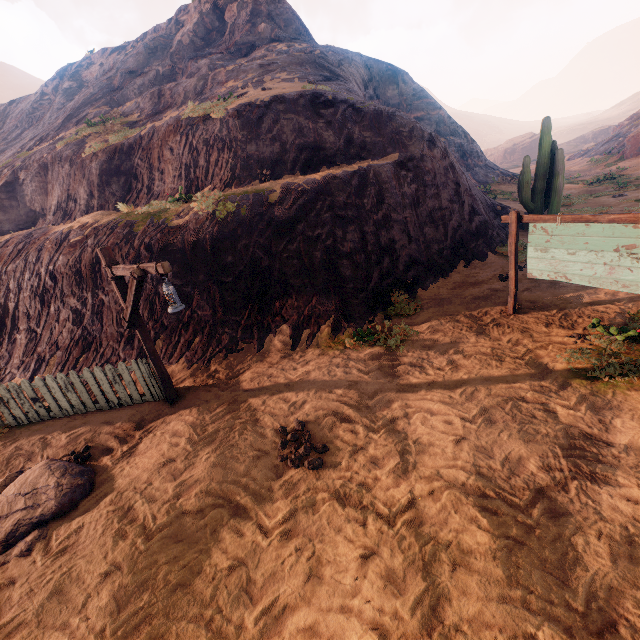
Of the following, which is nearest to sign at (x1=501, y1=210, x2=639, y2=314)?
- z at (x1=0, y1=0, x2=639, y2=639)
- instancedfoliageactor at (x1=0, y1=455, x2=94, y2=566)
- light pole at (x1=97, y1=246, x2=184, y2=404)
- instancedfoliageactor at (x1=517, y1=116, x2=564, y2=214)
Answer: z at (x1=0, y1=0, x2=639, y2=639)

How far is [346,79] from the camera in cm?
1908

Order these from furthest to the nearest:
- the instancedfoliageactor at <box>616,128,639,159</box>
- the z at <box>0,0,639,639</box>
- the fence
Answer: the instancedfoliageactor at <box>616,128,639,159</box> → the fence → the z at <box>0,0,639,639</box>

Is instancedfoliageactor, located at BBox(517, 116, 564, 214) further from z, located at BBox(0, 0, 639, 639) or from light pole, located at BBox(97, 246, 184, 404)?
light pole, located at BBox(97, 246, 184, 404)

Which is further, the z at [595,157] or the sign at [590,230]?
the z at [595,157]

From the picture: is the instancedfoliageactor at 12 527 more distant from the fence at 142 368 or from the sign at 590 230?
the sign at 590 230

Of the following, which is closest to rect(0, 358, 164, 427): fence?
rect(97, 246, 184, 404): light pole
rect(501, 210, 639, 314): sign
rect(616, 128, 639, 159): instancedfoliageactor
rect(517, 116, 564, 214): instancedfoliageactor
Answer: rect(97, 246, 184, 404): light pole

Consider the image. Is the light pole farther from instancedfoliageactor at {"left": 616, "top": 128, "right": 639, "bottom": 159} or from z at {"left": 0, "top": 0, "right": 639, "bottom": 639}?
instancedfoliageactor at {"left": 616, "top": 128, "right": 639, "bottom": 159}
